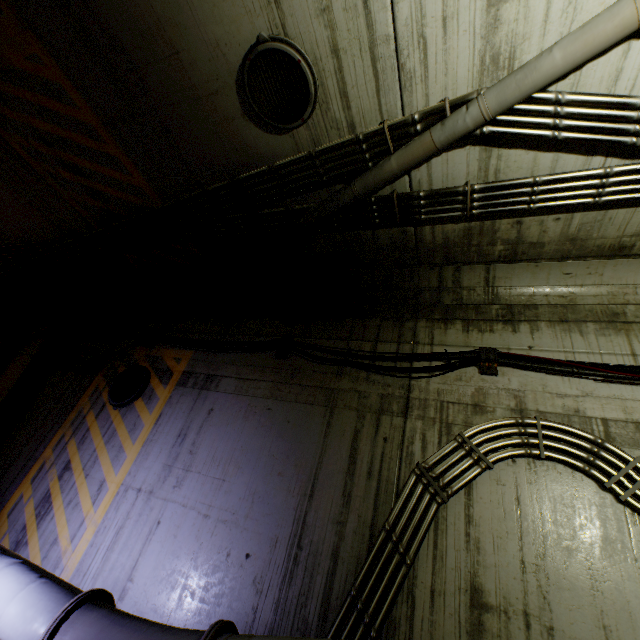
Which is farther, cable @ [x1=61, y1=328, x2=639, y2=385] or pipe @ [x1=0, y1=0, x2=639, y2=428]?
cable @ [x1=61, y1=328, x2=639, y2=385]

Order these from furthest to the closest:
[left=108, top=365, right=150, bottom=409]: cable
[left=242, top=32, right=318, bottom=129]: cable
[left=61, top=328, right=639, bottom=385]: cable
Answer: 1. [left=108, top=365, right=150, bottom=409]: cable
2. [left=61, top=328, right=639, bottom=385]: cable
3. [left=242, top=32, right=318, bottom=129]: cable

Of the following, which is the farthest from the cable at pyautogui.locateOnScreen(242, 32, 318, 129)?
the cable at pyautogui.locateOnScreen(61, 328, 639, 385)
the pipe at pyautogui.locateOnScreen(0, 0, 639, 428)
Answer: the cable at pyautogui.locateOnScreen(61, 328, 639, 385)

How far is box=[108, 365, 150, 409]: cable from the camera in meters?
5.6

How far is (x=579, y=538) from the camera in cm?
291

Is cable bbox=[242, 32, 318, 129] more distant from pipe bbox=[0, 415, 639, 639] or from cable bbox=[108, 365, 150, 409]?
cable bbox=[108, 365, 150, 409]

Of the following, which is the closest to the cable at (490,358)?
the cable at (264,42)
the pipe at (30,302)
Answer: the pipe at (30,302)
